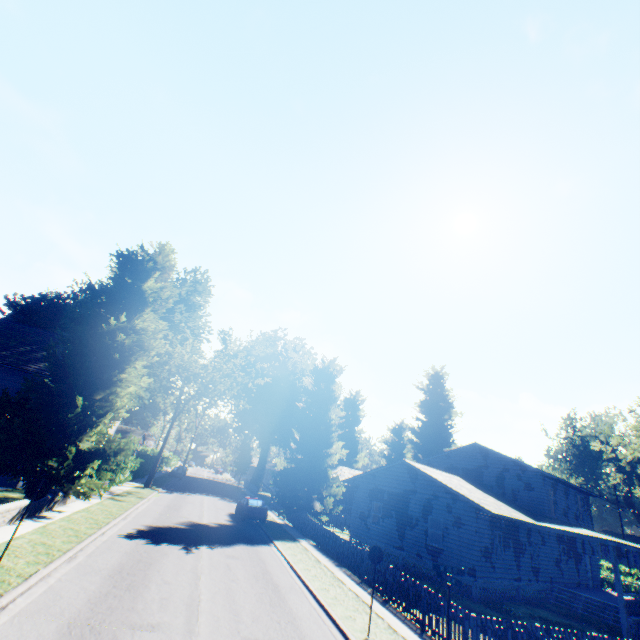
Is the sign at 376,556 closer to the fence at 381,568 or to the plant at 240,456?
the fence at 381,568

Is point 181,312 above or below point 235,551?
above

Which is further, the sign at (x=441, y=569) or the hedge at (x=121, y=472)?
the hedge at (x=121, y=472)

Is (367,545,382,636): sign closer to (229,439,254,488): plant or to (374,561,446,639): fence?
(374,561,446,639): fence

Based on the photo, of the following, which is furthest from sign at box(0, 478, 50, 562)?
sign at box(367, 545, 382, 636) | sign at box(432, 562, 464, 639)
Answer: sign at box(432, 562, 464, 639)

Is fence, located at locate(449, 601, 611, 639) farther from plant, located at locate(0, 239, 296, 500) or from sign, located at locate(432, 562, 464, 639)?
sign, located at locate(432, 562, 464, 639)

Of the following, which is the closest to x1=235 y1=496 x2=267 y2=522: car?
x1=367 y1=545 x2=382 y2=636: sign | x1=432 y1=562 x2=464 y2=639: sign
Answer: x1=367 y1=545 x2=382 y2=636: sign

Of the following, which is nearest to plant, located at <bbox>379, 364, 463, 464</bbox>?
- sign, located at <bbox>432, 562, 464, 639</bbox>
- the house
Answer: the house
